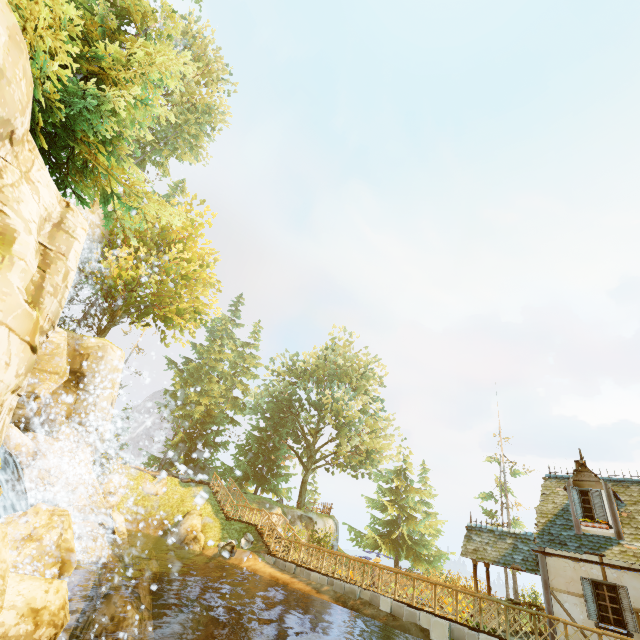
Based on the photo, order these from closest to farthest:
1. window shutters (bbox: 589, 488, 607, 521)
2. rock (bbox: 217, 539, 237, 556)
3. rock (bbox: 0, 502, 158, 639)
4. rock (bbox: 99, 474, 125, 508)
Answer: rock (bbox: 0, 502, 158, 639) → window shutters (bbox: 589, 488, 607, 521) → rock (bbox: 217, 539, 237, 556) → rock (bbox: 99, 474, 125, 508)

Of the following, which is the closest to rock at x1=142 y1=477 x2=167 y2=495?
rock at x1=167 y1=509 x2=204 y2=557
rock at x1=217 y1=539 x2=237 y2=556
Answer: rock at x1=167 y1=509 x2=204 y2=557

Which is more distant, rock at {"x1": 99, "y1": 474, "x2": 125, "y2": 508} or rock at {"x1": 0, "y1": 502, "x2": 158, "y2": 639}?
rock at {"x1": 99, "y1": 474, "x2": 125, "y2": 508}

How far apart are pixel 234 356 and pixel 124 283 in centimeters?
2271cm

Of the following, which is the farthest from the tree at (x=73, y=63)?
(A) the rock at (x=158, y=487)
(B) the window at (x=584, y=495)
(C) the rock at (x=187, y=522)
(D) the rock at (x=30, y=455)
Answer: (B) the window at (x=584, y=495)

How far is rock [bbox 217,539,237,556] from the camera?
18.5 meters

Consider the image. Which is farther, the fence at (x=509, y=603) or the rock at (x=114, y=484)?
the rock at (x=114, y=484)

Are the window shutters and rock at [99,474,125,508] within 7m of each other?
no
